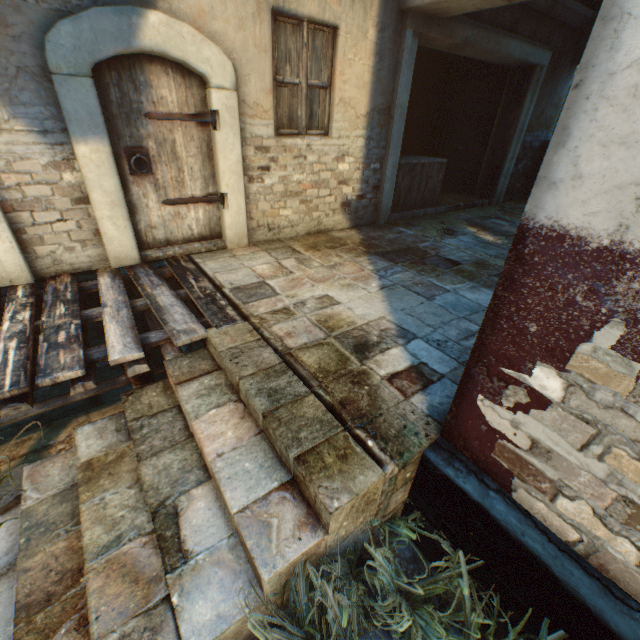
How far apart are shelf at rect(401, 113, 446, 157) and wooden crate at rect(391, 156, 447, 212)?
1.45m

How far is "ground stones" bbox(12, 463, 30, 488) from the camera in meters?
2.7

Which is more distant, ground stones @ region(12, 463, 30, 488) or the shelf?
the shelf

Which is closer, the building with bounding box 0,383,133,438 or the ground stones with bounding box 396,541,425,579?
the ground stones with bounding box 396,541,425,579

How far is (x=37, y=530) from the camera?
2.2m

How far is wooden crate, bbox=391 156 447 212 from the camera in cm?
639

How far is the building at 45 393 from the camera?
4.16m

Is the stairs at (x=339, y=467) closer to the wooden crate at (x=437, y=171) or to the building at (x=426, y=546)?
the building at (x=426, y=546)
